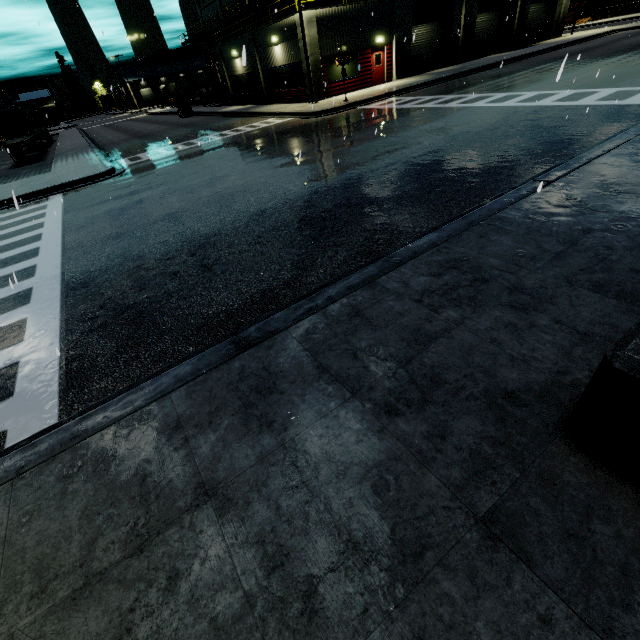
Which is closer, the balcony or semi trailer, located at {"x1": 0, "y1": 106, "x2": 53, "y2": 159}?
the balcony

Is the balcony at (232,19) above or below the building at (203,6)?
below

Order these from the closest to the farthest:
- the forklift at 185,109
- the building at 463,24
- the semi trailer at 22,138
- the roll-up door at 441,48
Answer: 1. the roll-up door at 441,48
2. the building at 463,24
3. the semi trailer at 22,138
4. the forklift at 185,109

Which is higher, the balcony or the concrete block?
the balcony

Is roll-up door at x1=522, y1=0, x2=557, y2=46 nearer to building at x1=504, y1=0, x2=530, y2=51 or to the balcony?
building at x1=504, y1=0, x2=530, y2=51

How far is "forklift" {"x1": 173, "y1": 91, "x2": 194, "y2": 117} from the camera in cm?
3456

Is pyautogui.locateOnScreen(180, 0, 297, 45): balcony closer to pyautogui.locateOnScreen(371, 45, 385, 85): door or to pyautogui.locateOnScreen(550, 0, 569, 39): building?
pyautogui.locateOnScreen(550, 0, 569, 39): building

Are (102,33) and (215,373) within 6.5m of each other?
no
